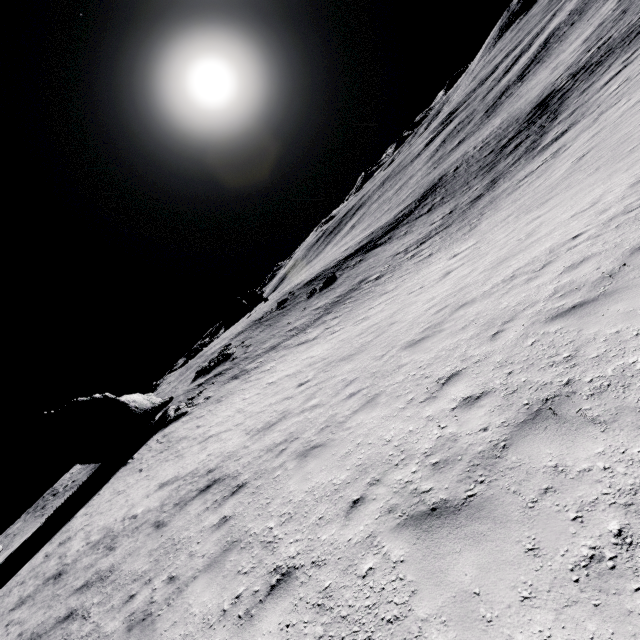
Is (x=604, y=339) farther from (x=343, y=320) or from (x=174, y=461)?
(x=343, y=320)

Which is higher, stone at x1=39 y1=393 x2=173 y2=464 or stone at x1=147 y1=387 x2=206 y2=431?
stone at x1=39 y1=393 x2=173 y2=464

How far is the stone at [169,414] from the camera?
23.5m

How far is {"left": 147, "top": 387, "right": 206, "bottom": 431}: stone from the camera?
23.45m

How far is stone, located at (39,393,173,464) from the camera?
22.6 meters

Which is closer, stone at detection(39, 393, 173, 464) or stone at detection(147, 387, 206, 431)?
stone at detection(39, 393, 173, 464)

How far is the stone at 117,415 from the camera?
22.6 meters
